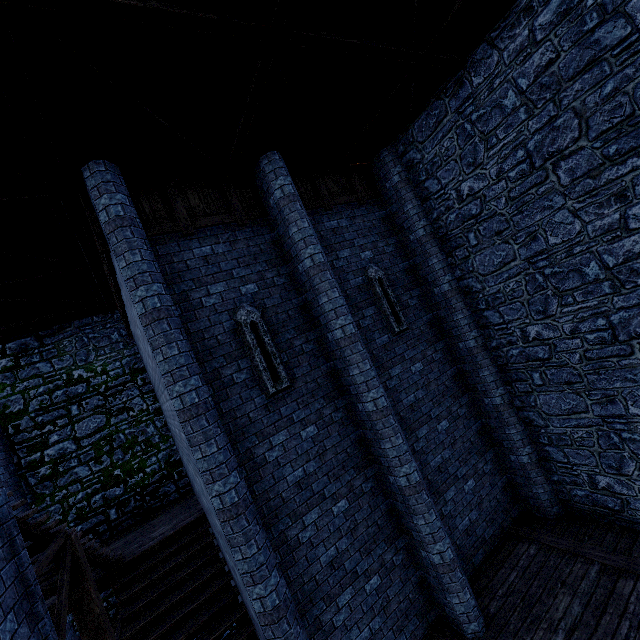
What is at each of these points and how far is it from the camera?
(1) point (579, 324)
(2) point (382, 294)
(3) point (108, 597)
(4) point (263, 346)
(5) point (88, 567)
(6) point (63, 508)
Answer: (1) building tower, 6.12m
(2) window slit, 7.68m
(3) building tower, 9.57m
(4) window slit, 6.07m
(5) stairs, 5.70m
(6) building tower, 9.62m

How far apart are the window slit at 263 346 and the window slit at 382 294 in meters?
2.8

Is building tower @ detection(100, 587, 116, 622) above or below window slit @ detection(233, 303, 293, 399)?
below

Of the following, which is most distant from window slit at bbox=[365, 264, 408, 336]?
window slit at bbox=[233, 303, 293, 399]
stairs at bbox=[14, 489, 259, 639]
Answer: stairs at bbox=[14, 489, 259, 639]

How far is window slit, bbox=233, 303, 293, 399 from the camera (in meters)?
5.91

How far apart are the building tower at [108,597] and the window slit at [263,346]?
9.2m

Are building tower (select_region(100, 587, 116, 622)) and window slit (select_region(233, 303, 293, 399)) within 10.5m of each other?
yes

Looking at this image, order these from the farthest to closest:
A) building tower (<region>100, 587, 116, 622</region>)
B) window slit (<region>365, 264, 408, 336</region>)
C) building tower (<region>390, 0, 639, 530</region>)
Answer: building tower (<region>100, 587, 116, 622</region>) < window slit (<region>365, 264, 408, 336</region>) < building tower (<region>390, 0, 639, 530</region>)
